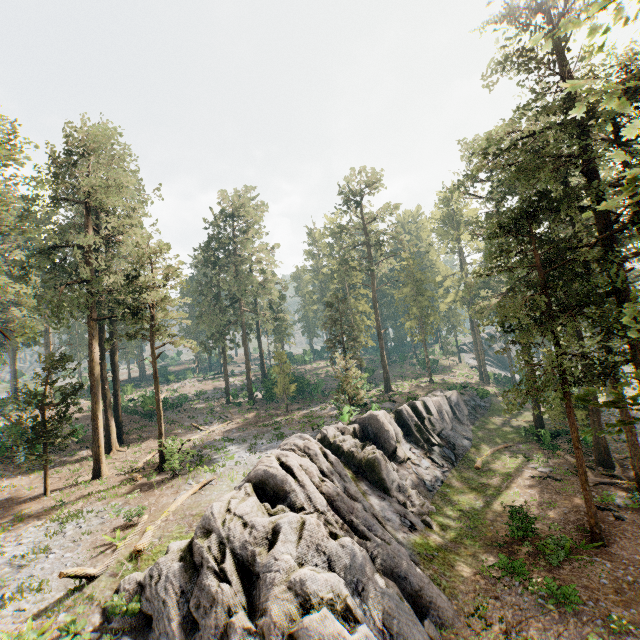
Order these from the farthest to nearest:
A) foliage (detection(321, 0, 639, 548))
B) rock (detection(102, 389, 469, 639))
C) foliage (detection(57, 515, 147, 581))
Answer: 1. foliage (detection(321, 0, 639, 548))
2. foliage (detection(57, 515, 147, 581))
3. rock (detection(102, 389, 469, 639))

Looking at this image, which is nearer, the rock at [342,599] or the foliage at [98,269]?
the rock at [342,599]

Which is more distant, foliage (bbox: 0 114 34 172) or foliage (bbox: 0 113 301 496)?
foliage (bbox: 0 113 301 496)

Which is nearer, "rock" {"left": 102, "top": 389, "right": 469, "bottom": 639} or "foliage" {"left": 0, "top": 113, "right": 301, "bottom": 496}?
"rock" {"left": 102, "top": 389, "right": 469, "bottom": 639}

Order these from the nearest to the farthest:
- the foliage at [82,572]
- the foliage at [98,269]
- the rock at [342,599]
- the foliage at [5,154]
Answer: the rock at [342,599] < the foliage at [82,572] < the foliage at [5,154] < the foliage at [98,269]

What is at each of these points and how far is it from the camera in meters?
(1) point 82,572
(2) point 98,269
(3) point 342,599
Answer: (1) foliage, 11.8 m
(2) foliage, 23.2 m
(3) rock, 11.0 m
